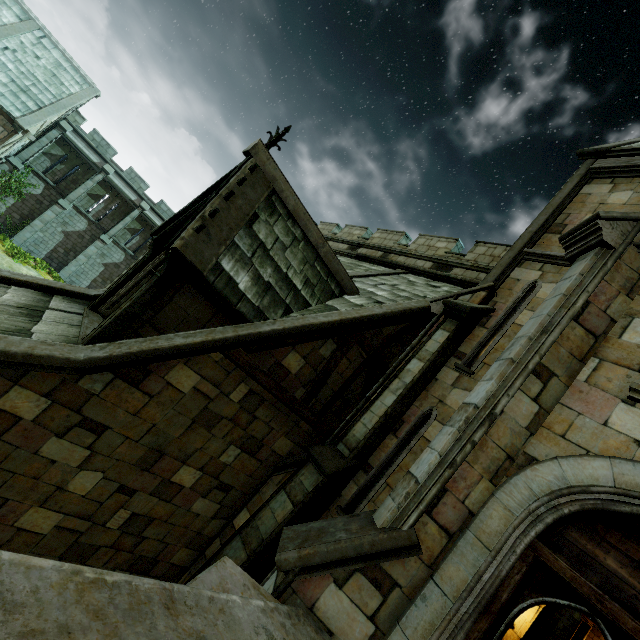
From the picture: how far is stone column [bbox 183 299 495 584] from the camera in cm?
670

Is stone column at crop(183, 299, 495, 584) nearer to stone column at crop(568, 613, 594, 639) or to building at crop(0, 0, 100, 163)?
building at crop(0, 0, 100, 163)

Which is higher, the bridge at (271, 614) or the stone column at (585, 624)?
the stone column at (585, 624)

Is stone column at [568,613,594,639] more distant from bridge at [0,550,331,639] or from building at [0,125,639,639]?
bridge at [0,550,331,639]

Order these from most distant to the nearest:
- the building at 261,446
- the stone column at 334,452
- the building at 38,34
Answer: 1. the building at 38,34
2. the stone column at 334,452
3. the building at 261,446

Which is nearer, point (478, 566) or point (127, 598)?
point (127, 598)

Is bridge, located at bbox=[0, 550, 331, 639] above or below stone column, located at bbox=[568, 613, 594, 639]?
below
